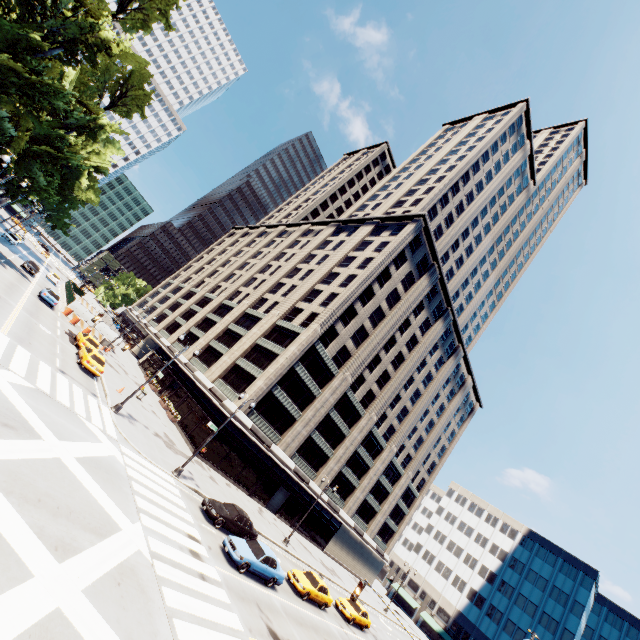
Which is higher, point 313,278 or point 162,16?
point 313,278

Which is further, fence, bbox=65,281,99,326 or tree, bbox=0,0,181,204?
fence, bbox=65,281,99,326

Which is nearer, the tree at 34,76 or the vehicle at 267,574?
the vehicle at 267,574

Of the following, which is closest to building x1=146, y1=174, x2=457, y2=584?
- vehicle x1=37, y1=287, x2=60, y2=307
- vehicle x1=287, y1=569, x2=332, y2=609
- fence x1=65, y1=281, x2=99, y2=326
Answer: fence x1=65, y1=281, x2=99, y2=326

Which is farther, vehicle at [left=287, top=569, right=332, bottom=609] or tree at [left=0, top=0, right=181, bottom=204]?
vehicle at [left=287, top=569, right=332, bottom=609]

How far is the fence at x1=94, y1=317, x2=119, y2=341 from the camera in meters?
43.8

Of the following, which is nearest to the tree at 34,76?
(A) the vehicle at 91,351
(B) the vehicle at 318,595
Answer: (A) the vehicle at 91,351

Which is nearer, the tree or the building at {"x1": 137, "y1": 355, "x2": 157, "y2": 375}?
the tree
